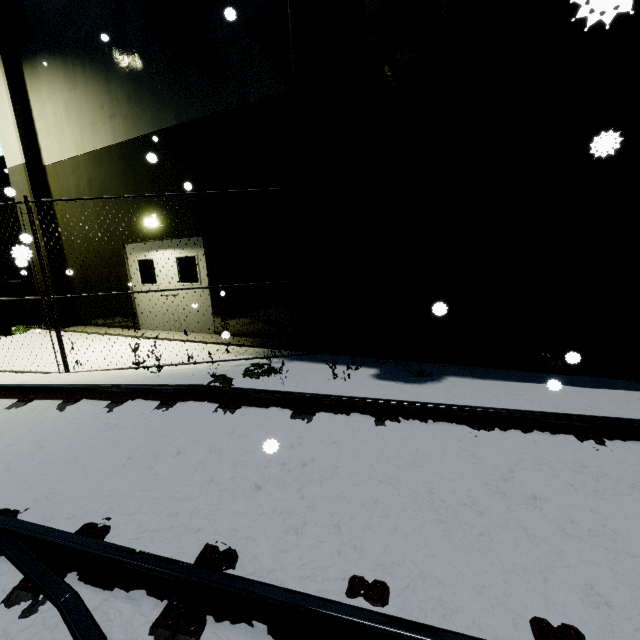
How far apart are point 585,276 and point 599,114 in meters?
2.2 m

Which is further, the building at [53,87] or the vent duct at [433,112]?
the building at [53,87]

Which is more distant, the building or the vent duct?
the building
